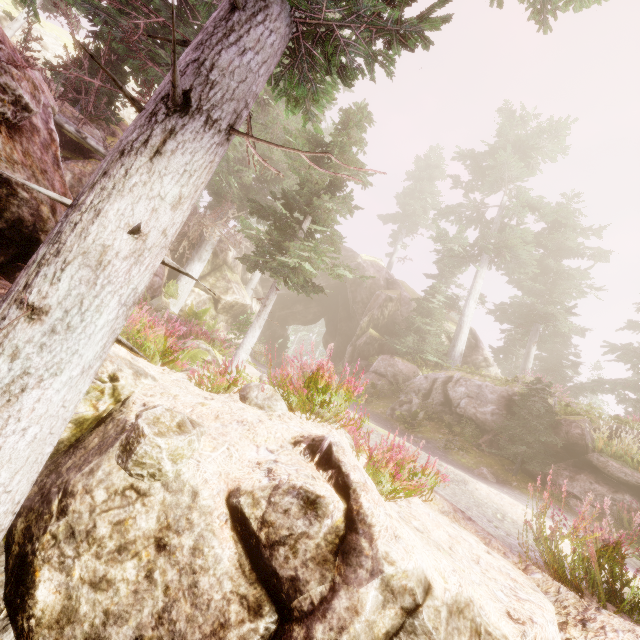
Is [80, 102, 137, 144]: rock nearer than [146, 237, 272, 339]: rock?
Yes

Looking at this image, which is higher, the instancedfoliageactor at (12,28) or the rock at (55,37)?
the rock at (55,37)

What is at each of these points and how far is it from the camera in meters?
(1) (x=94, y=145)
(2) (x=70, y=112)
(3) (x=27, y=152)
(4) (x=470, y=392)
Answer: (1) tree, 12.3 m
(2) rock, 12.6 m
(3) rock, 4.2 m
(4) rock, 14.8 m

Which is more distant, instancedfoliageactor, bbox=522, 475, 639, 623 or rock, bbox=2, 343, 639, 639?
instancedfoliageactor, bbox=522, 475, 639, 623

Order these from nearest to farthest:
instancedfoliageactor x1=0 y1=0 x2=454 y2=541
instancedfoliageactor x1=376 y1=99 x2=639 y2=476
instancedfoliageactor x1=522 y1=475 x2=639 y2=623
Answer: instancedfoliageactor x1=0 y1=0 x2=454 y2=541, instancedfoliageactor x1=522 y1=475 x2=639 y2=623, instancedfoliageactor x1=376 y1=99 x2=639 y2=476

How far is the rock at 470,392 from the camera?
14.2 meters

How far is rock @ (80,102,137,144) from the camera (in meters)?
13.26
